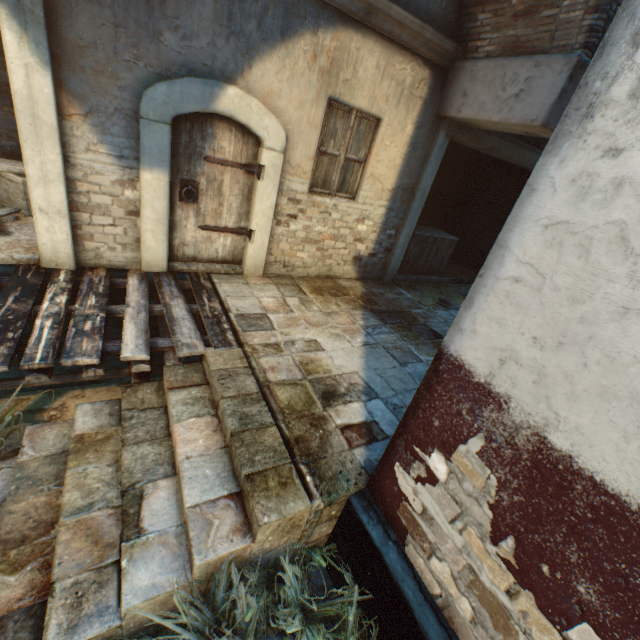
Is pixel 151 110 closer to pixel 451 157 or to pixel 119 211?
pixel 119 211

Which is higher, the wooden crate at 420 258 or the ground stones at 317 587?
the wooden crate at 420 258

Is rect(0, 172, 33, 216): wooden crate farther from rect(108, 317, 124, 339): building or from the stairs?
rect(108, 317, 124, 339): building

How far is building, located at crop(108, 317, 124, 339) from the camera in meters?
4.8 m

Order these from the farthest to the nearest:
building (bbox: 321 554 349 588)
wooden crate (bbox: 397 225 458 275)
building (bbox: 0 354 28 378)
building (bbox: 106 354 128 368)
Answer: wooden crate (bbox: 397 225 458 275)
building (bbox: 106 354 128 368)
building (bbox: 0 354 28 378)
building (bbox: 321 554 349 588)

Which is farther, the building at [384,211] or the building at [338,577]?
the building at [338,577]

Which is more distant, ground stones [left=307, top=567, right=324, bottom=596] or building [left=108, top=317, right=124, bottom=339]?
building [left=108, top=317, right=124, bottom=339]

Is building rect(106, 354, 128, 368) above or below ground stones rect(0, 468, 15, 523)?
below
